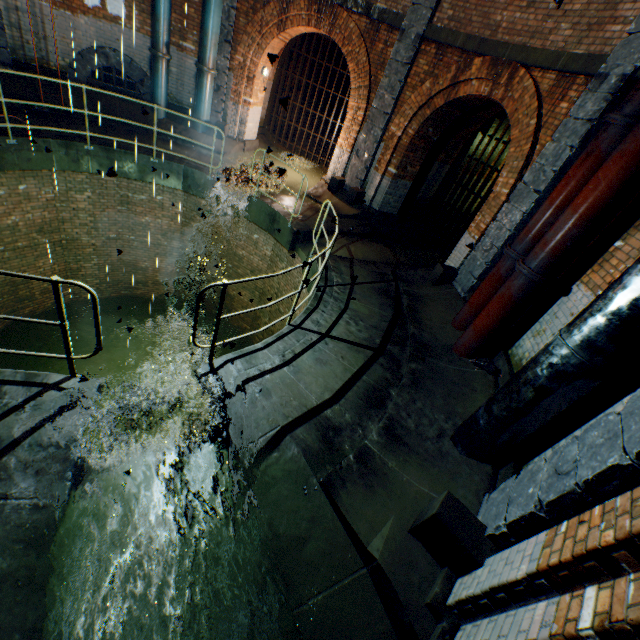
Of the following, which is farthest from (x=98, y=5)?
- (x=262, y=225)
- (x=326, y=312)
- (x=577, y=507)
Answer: (x=577, y=507)

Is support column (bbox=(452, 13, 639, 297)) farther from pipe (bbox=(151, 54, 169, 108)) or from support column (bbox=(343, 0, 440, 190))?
pipe (bbox=(151, 54, 169, 108))

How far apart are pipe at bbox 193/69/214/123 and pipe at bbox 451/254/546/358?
10.5 meters

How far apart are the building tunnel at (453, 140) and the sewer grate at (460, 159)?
0.0 meters

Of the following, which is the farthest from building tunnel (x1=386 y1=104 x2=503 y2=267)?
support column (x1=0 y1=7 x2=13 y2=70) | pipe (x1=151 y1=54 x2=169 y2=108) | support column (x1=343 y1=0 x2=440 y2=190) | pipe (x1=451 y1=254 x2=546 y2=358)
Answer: support column (x1=0 y1=7 x2=13 y2=70)

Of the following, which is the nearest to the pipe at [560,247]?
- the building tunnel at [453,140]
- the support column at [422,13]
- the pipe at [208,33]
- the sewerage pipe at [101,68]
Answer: the building tunnel at [453,140]

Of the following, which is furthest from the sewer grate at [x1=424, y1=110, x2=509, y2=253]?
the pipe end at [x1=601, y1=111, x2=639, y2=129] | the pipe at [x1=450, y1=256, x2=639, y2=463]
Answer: the pipe at [x1=450, y1=256, x2=639, y2=463]

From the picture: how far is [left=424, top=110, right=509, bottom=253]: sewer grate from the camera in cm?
998
